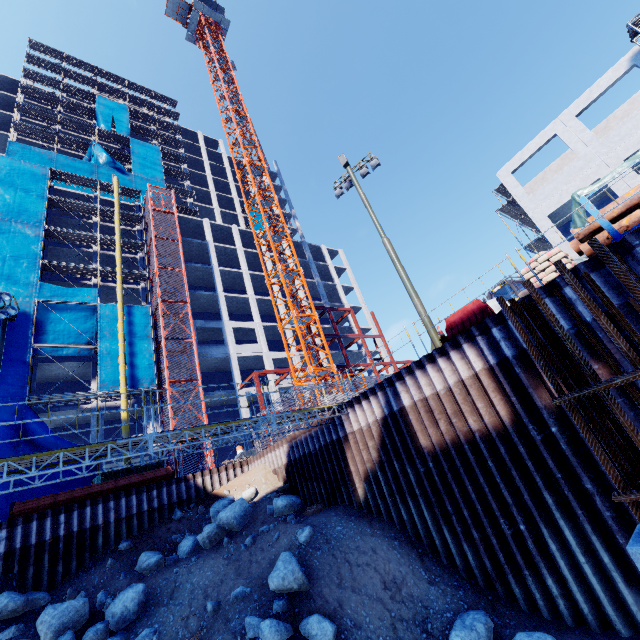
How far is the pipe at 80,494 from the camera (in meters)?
14.91

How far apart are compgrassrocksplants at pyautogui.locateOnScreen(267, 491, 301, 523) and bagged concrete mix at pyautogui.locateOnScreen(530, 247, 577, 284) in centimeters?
1276cm

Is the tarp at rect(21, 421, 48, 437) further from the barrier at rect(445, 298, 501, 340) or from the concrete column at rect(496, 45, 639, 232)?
the concrete column at rect(496, 45, 639, 232)

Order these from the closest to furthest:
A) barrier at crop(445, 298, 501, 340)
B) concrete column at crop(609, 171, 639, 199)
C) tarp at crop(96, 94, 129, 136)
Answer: barrier at crop(445, 298, 501, 340), concrete column at crop(609, 171, 639, 199), tarp at crop(96, 94, 129, 136)

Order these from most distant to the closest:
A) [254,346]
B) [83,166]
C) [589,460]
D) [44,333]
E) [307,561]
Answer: [83,166] → [254,346] → [44,333] → [307,561] → [589,460]

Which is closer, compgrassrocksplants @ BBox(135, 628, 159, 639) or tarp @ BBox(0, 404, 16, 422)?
compgrassrocksplants @ BBox(135, 628, 159, 639)

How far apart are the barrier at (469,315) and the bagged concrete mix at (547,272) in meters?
1.0

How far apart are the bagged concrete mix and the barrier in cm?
105
